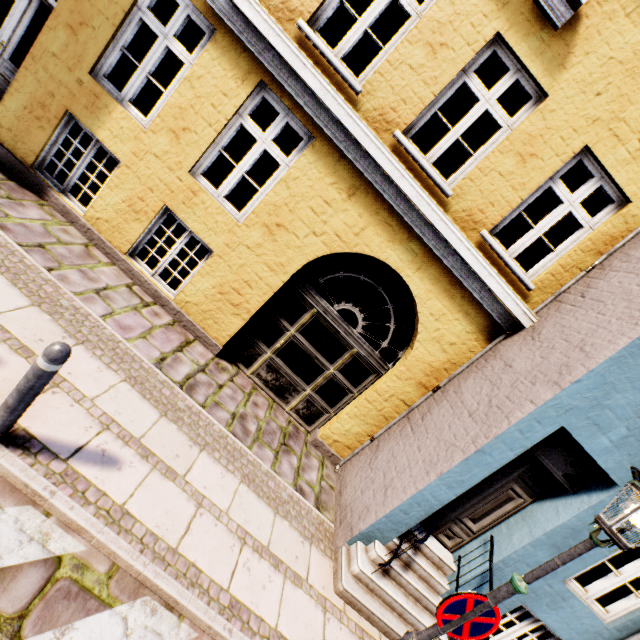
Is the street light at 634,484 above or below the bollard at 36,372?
above

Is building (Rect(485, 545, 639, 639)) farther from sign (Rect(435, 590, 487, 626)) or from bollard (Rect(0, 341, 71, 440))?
bollard (Rect(0, 341, 71, 440))

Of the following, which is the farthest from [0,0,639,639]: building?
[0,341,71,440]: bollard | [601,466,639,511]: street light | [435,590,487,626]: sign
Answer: [0,341,71,440]: bollard

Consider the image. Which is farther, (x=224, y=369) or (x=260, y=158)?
(x=260, y=158)

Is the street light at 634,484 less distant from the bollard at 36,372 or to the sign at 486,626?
the sign at 486,626

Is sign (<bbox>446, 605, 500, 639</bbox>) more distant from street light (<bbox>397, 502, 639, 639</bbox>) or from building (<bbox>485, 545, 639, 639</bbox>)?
building (<bbox>485, 545, 639, 639</bbox>)

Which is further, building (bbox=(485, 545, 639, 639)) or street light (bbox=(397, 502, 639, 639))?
building (bbox=(485, 545, 639, 639))
